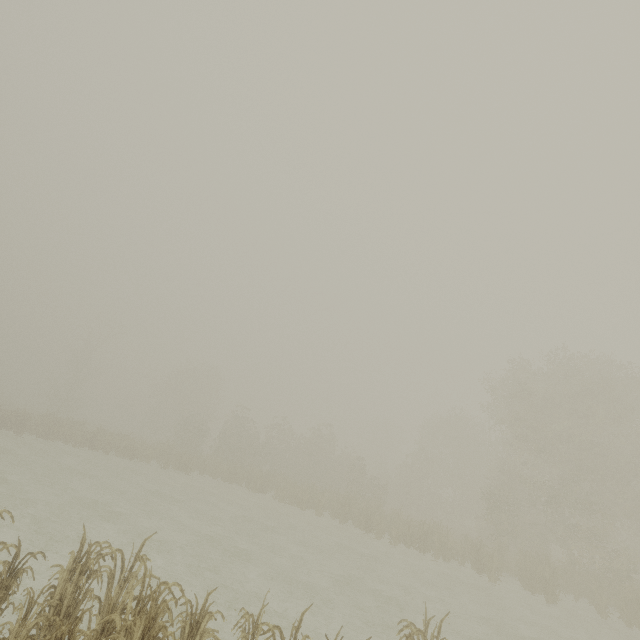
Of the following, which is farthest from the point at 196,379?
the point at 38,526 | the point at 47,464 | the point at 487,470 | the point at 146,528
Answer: the point at 38,526
